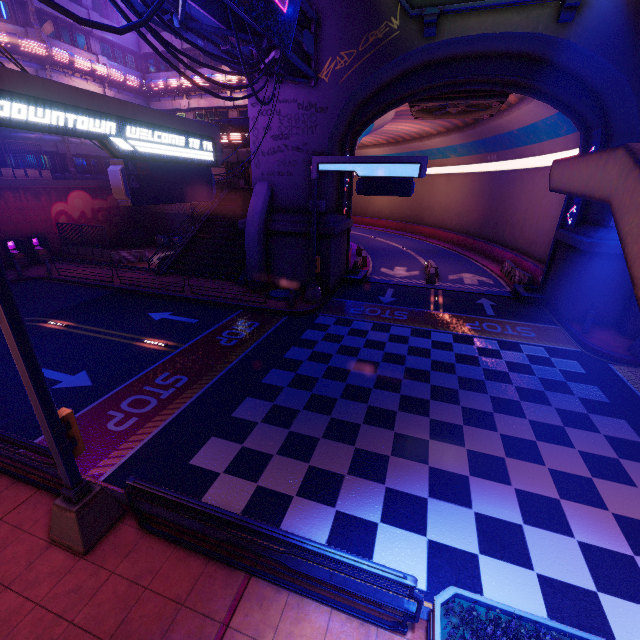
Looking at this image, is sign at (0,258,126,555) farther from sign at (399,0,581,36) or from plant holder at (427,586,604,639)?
sign at (399,0,581,36)

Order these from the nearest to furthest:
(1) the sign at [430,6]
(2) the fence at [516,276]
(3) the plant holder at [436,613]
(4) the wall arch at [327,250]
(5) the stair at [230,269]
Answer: (3) the plant holder at [436,613]
(1) the sign at [430,6]
(4) the wall arch at [327,250]
(2) the fence at [516,276]
(5) the stair at [230,269]

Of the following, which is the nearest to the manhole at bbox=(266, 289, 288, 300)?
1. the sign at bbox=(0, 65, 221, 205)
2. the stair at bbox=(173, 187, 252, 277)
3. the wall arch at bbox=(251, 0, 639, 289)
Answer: the wall arch at bbox=(251, 0, 639, 289)

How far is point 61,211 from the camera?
26.2m

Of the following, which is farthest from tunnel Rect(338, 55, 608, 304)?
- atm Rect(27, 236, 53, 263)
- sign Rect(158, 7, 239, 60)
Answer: atm Rect(27, 236, 53, 263)

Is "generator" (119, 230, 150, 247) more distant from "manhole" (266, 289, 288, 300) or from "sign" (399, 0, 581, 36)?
"sign" (399, 0, 581, 36)

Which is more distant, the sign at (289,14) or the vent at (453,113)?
the vent at (453,113)

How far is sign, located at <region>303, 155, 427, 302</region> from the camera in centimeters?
1422cm
